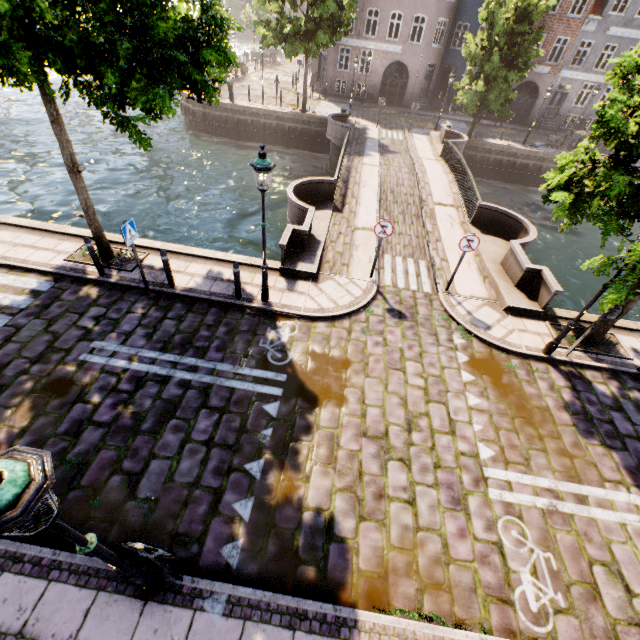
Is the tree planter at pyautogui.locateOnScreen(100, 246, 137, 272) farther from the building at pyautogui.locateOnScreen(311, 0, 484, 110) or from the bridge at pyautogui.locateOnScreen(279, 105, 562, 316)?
the building at pyautogui.locateOnScreen(311, 0, 484, 110)

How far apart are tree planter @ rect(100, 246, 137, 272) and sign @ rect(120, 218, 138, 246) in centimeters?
167cm

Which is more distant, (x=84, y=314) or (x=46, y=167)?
(x=46, y=167)

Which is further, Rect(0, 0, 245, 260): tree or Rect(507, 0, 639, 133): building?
Rect(507, 0, 639, 133): building

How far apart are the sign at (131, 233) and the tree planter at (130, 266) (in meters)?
1.67

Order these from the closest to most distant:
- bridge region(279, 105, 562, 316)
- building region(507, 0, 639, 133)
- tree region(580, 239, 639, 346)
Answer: tree region(580, 239, 639, 346), bridge region(279, 105, 562, 316), building region(507, 0, 639, 133)

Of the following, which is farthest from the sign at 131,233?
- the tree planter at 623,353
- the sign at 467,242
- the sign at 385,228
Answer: the tree planter at 623,353

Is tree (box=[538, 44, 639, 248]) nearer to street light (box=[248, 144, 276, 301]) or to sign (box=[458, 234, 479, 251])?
street light (box=[248, 144, 276, 301])
